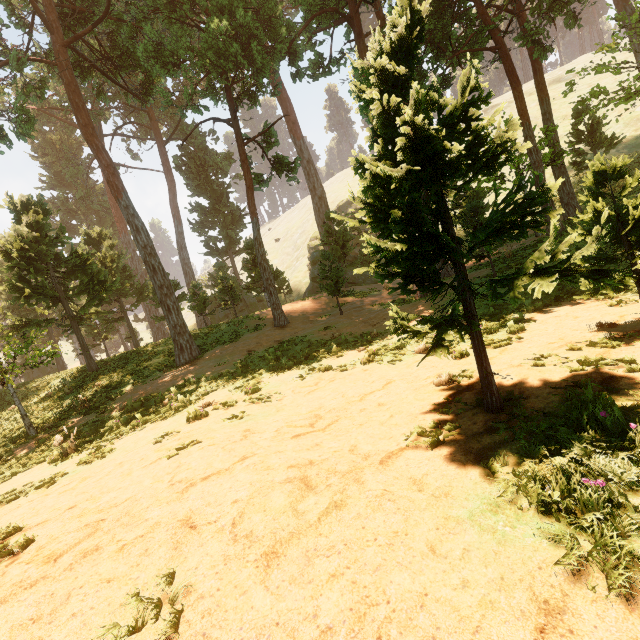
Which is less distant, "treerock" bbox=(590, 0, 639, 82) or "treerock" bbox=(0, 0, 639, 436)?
"treerock" bbox=(0, 0, 639, 436)

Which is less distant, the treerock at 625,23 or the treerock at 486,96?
the treerock at 486,96

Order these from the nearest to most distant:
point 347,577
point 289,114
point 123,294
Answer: point 347,577, point 123,294, point 289,114
